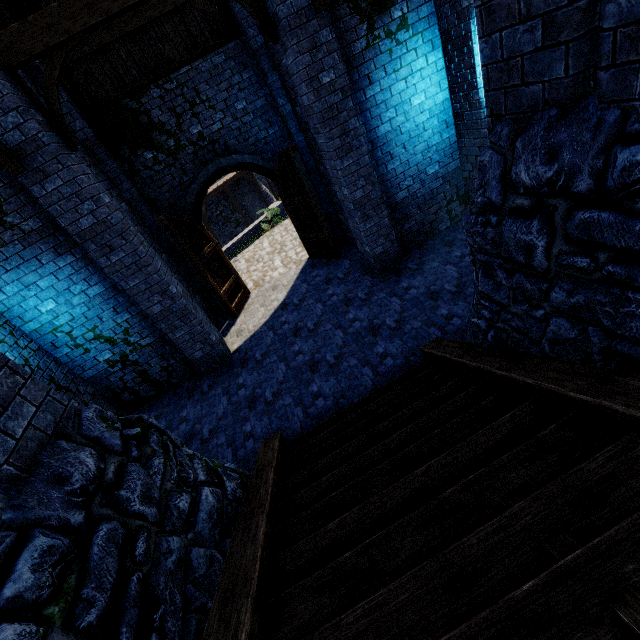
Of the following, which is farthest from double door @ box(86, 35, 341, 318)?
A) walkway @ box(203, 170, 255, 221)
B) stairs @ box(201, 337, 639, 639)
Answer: walkway @ box(203, 170, 255, 221)

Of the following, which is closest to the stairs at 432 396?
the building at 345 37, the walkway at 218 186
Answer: the building at 345 37

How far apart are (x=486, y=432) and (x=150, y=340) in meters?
7.4 m

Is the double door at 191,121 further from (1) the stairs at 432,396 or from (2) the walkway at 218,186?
(2) the walkway at 218,186

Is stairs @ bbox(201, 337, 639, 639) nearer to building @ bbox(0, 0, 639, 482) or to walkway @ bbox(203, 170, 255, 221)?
building @ bbox(0, 0, 639, 482)

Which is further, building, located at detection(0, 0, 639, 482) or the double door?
the double door

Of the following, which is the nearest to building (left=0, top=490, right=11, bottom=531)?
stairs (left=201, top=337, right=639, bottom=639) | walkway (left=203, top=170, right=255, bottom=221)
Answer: stairs (left=201, top=337, right=639, bottom=639)

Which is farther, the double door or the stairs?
the double door
